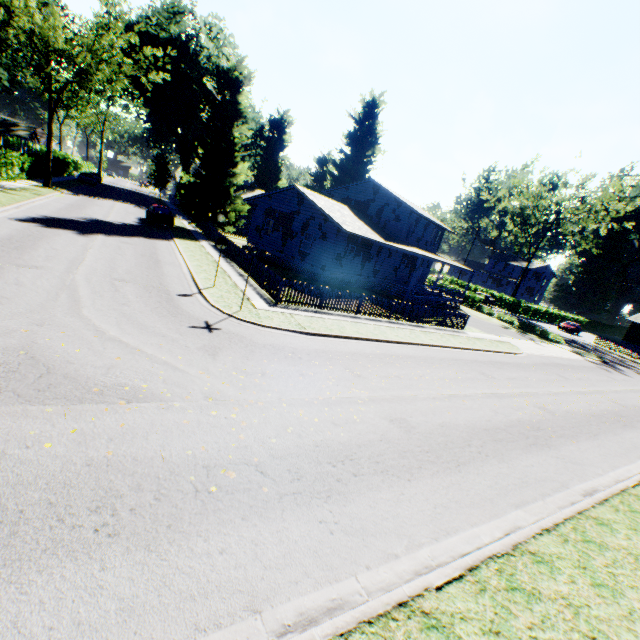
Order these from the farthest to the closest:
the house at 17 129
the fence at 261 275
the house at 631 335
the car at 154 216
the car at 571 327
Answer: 1. the house at 17 129
2. the house at 631 335
3. the car at 571 327
4. the car at 154 216
5. the fence at 261 275

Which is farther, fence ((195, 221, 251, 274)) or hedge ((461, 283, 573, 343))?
hedge ((461, 283, 573, 343))

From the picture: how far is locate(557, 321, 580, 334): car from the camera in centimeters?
4759cm

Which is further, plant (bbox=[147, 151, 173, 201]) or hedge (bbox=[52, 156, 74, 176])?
plant (bbox=[147, 151, 173, 201])

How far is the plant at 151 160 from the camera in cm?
5325

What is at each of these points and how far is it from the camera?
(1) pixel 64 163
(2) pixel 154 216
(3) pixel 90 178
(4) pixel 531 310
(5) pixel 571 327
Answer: (1) hedge, 49.7 meters
(2) car, 28.2 meters
(3) car, 47.2 meters
(4) hedge, 52.3 meters
(5) car, 47.7 meters

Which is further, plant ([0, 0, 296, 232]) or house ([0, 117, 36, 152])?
house ([0, 117, 36, 152])
